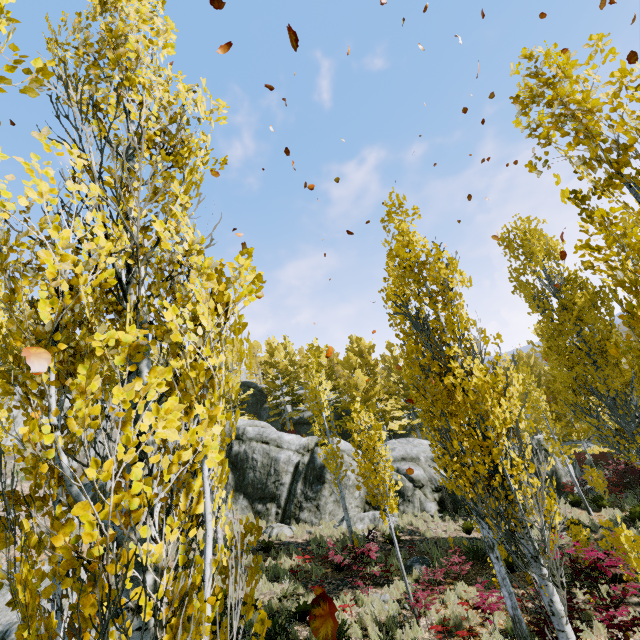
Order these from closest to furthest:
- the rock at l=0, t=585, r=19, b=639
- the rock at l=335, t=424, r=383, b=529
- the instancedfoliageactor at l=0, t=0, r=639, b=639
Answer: the instancedfoliageactor at l=0, t=0, r=639, b=639 → the rock at l=0, t=585, r=19, b=639 → the rock at l=335, t=424, r=383, b=529

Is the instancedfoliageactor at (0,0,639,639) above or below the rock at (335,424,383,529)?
above

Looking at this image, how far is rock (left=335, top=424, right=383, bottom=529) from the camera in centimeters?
1692cm

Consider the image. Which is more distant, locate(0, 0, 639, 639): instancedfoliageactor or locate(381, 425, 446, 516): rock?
locate(381, 425, 446, 516): rock

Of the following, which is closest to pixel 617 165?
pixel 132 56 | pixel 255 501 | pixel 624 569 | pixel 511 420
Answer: pixel 132 56

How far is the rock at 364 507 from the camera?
16.9 meters
